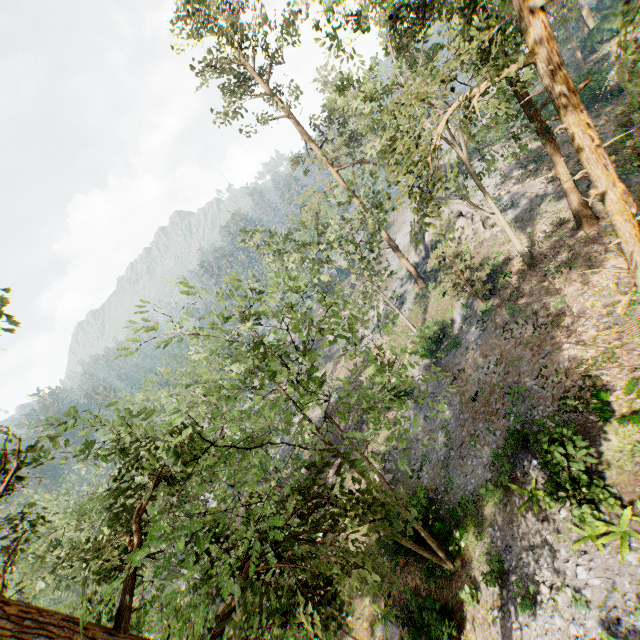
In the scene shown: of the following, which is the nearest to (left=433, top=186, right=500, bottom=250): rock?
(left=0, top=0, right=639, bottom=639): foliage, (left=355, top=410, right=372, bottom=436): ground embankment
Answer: (left=0, top=0, right=639, bottom=639): foliage

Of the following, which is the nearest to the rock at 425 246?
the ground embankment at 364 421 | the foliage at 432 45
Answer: the foliage at 432 45

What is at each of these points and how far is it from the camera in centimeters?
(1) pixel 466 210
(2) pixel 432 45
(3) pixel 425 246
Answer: (1) rock, 3747cm
(2) foliage, 2061cm
(3) rock, 4238cm

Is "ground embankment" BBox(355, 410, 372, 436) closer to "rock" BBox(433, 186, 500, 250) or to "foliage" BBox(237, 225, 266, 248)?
"foliage" BBox(237, 225, 266, 248)

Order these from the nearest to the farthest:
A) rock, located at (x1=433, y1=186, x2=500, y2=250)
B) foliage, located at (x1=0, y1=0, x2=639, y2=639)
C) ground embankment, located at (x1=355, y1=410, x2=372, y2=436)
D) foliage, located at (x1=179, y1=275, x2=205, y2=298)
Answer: foliage, located at (x1=0, y1=0, x2=639, y2=639), foliage, located at (x1=179, y1=275, x2=205, y2=298), ground embankment, located at (x1=355, y1=410, x2=372, y2=436), rock, located at (x1=433, y1=186, x2=500, y2=250)

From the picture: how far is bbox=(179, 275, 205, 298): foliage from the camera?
12.2m
